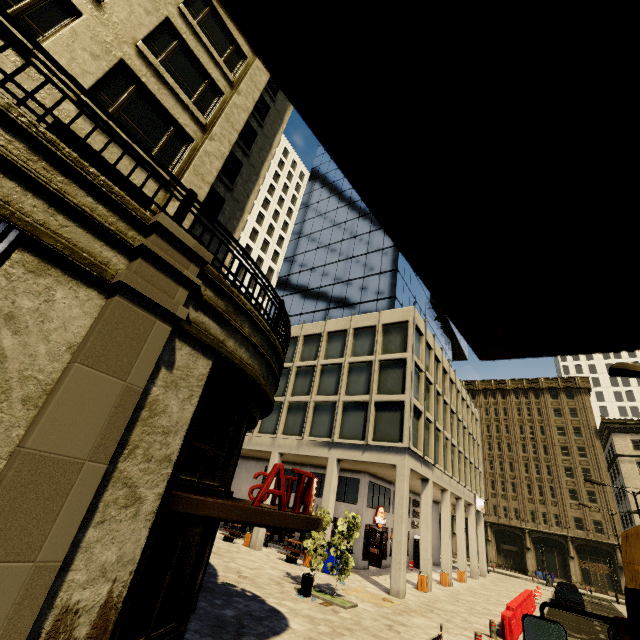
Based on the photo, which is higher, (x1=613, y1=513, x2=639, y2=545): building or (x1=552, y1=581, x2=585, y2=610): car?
(x1=613, y1=513, x2=639, y2=545): building

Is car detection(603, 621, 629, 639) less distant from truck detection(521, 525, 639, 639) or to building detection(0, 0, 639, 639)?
building detection(0, 0, 639, 639)

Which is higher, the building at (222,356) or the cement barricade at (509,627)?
the building at (222,356)

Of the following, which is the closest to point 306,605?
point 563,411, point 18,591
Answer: point 18,591

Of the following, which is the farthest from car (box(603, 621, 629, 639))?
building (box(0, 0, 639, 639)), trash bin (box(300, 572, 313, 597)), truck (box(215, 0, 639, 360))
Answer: truck (box(215, 0, 639, 360))

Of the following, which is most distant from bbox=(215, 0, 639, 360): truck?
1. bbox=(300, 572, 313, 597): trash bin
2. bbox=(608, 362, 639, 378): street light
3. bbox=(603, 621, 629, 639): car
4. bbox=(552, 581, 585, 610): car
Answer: bbox=(552, 581, 585, 610): car

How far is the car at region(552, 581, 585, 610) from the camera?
23.5 meters

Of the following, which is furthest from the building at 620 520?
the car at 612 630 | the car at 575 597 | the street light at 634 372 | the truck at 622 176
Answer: the street light at 634 372
